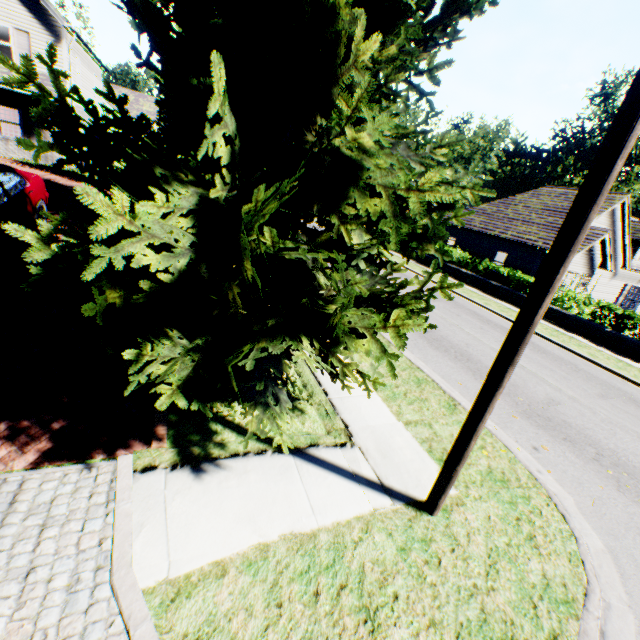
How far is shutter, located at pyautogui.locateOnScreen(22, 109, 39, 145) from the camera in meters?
→ 17.0

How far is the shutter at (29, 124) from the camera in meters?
17.0 m

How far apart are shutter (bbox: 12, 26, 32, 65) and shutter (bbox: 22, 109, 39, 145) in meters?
1.8

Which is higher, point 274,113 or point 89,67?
point 89,67

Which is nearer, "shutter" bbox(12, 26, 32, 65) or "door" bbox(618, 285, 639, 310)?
"shutter" bbox(12, 26, 32, 65)

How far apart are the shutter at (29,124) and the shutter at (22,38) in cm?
183

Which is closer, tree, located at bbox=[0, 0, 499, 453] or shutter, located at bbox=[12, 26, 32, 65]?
tree, located at bbox=[0, 0, 499, 453]

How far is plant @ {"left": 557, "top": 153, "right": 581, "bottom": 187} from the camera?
56.3m
